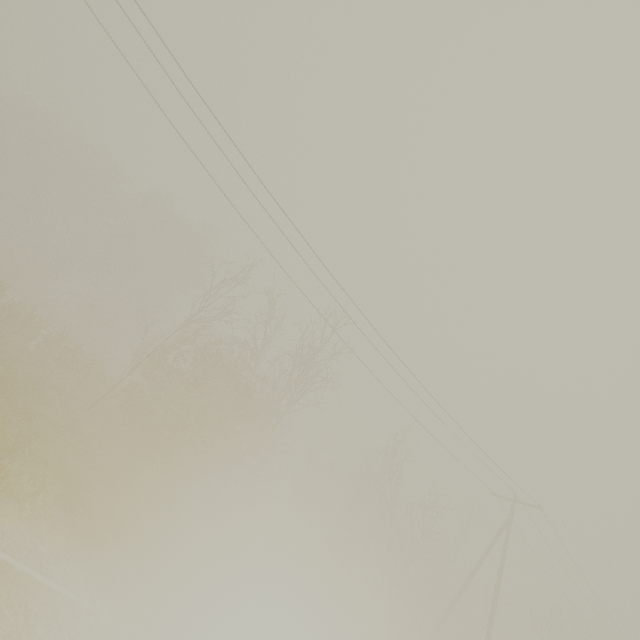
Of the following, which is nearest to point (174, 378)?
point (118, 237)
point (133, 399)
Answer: point (133, 399)
